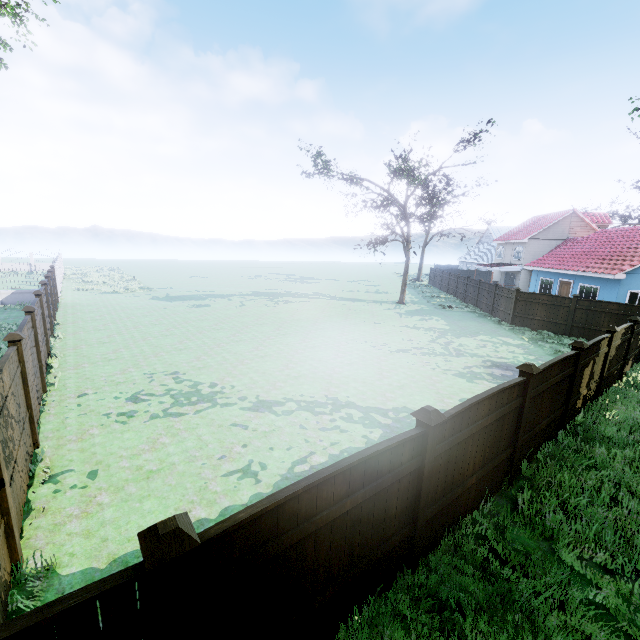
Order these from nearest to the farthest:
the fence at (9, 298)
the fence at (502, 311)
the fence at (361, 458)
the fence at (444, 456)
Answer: the fence at (361, 458)
the fence at (444, 456)
the fence at (9, 298)
the fence at (502, 311)

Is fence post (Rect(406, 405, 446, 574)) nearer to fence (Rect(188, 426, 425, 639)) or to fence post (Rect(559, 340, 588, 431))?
fence (Rect(188, 426, 425, 639))

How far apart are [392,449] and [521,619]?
2.65m

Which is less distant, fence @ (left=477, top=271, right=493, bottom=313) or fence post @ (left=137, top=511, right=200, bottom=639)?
fence post @ (left=137, top=511, right=200, bottom=639)

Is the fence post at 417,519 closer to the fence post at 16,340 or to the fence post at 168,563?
the fence post at 168,563

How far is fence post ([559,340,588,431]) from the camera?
7.61m

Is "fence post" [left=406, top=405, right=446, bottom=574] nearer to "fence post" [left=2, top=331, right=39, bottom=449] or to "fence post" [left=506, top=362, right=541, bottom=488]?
"fence post" [left=506, top=362, right=541, bottom=488]

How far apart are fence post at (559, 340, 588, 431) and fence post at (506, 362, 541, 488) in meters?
2.7 m
